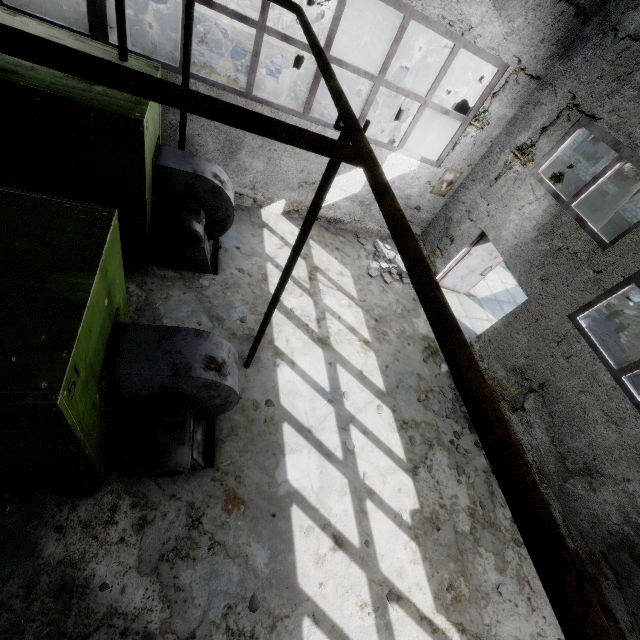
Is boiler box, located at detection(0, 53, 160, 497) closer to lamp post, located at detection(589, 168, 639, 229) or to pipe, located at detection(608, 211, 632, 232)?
pipe, located at detection(608, 211, 632, 232)

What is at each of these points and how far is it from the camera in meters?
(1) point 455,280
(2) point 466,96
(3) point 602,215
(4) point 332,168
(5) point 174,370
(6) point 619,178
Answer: (1) door, 10.1 m
(2) pipe, 8.5 m
(3) lamp post, 10.8 m
(4) pipe holder, 3.1 m
(5) fan motor, 3.6 m
(6) cable machine, 28.2 m

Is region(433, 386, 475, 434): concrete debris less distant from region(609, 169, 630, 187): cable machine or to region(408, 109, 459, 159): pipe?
region(408, 109, 459, 159): pipe

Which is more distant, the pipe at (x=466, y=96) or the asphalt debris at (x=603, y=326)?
the asphalt debris at (x=603, y=326)

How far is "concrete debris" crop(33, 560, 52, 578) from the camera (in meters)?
3.59

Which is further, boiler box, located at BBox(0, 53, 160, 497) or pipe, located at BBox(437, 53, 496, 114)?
pipe, located at BBox(437, 53, 496, 114)

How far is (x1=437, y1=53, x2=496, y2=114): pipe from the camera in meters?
8.2 m

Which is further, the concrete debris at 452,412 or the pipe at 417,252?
the concrete debris at 452,412
